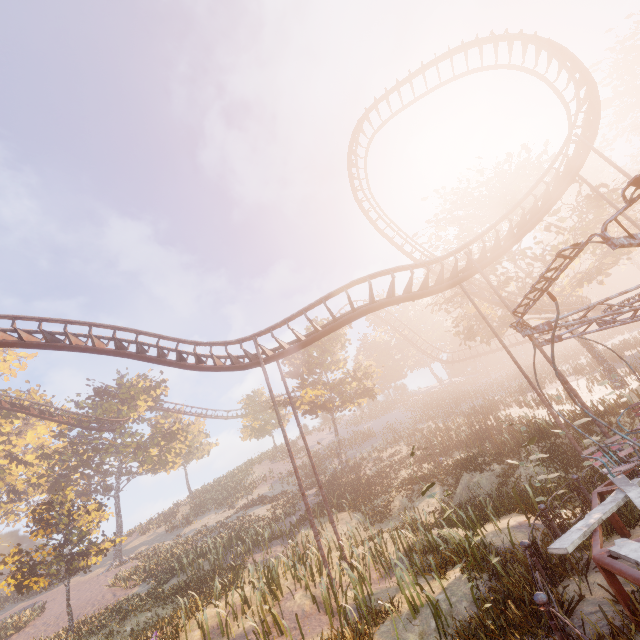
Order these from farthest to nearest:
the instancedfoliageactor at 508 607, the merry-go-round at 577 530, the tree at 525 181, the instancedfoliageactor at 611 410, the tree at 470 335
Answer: the tree at 470 335 < the tree at 525 181 < the instancedfoliageactor at 611 410 < the instancedfoliageactor at 508 607 < the merry-go-round at 577 530

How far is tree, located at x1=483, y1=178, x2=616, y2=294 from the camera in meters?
20.4 m

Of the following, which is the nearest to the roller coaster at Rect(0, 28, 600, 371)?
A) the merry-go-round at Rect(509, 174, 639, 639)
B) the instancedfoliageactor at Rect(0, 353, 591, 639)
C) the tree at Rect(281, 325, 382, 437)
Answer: the instancedfoliageactor at Rect(0, 353, 591, 639)

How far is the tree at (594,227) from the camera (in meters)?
20.44

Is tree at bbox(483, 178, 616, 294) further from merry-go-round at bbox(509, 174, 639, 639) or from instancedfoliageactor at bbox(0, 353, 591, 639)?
instancedfoliageactor at bbox(0, 353, 591, 639)

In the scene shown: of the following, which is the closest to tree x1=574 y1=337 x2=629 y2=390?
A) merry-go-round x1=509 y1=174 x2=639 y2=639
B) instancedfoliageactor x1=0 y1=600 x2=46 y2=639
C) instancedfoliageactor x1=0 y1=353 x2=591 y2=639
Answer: merry-go-round x1=509 y1=174 x2=639 y2=639

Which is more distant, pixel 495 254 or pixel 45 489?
pixel 45 489
